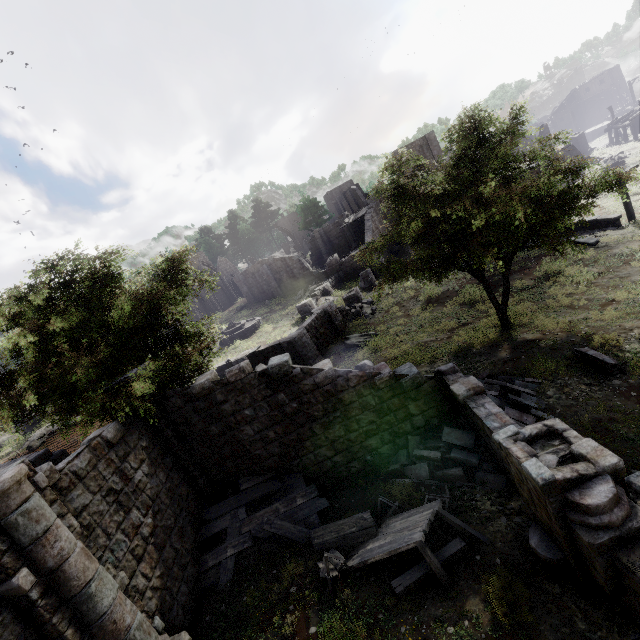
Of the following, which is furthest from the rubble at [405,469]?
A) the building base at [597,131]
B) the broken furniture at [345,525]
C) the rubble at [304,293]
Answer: the building base at [597,131]

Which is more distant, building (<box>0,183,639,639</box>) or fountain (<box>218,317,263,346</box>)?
fountain (<box>218,317,263,346</box>)

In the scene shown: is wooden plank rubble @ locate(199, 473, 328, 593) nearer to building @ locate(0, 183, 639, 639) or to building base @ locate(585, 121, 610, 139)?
building @ locate(0, 183, 639, 639)

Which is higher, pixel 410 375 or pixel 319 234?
pixel 319 234

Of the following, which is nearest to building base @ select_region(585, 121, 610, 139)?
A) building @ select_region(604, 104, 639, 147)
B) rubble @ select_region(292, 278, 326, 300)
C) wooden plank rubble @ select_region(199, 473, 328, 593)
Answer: building @ select_region(604, 104, 639, 147)

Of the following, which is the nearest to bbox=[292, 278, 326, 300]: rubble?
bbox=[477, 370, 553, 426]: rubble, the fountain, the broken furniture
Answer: the fountain

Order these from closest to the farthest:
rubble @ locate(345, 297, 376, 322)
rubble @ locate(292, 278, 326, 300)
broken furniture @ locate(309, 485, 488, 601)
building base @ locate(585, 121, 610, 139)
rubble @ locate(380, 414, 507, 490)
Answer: broken furniture @ locate(309, 485, 488, 601) → rubble @ locate(380, 414, 507, 490) → rubble @ locate(345, 297, 376, 322) → rubble @ locate(292, 278, 326, 300) → building base @ locate(585, 121, 610, 139)

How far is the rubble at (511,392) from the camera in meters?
10.0 m
